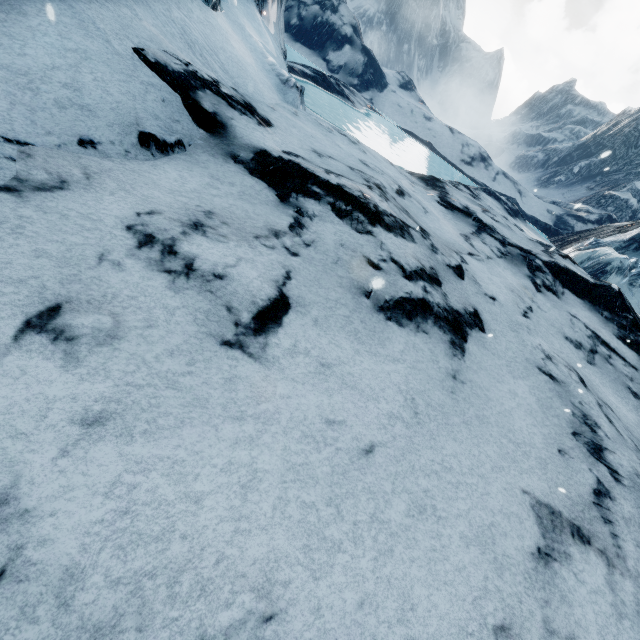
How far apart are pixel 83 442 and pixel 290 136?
7.1 meters
